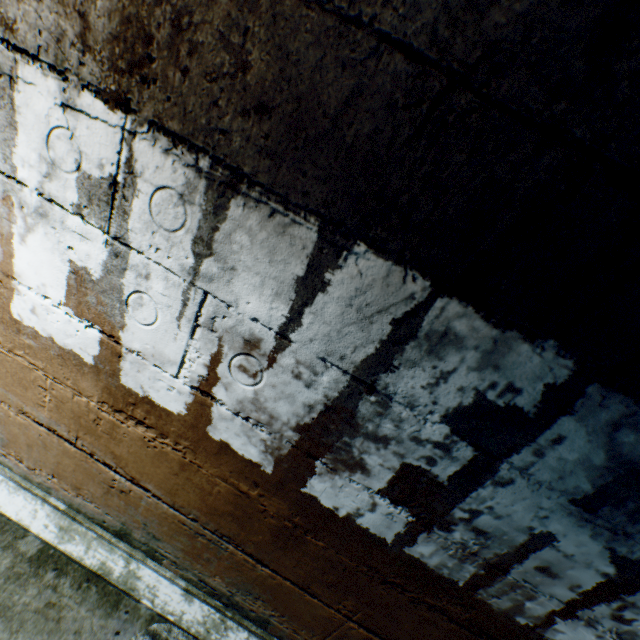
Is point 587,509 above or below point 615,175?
below
